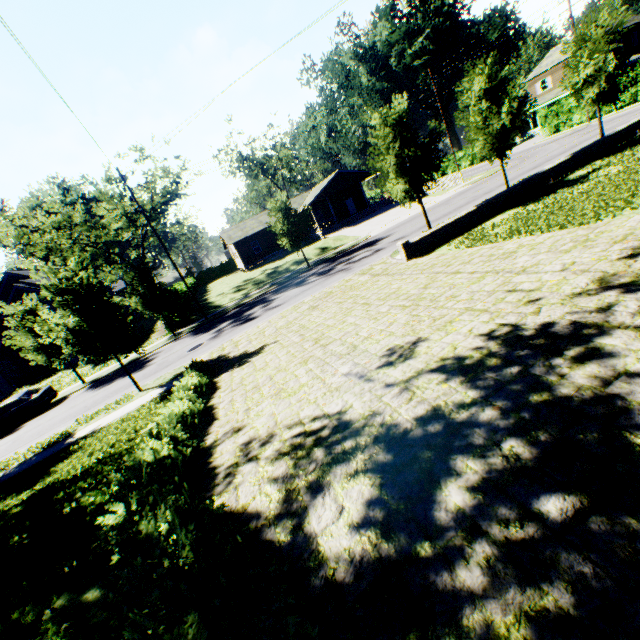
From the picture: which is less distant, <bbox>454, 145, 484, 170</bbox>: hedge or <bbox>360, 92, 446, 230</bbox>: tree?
<bbox>360, 92, 446, 230</bbox>: tree

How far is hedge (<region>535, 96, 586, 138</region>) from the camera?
35.6 meters

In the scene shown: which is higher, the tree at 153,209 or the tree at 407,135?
the tree at 153,209

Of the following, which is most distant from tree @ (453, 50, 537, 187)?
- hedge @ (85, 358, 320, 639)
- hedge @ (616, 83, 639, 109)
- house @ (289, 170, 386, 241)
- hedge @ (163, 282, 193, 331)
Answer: hedge @ (616, 83, 639, 109)

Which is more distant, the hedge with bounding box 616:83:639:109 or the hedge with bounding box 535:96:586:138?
the hedge with bounding box 535:96:586:138

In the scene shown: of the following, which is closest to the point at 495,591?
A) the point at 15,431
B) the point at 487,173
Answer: the point at 15,431

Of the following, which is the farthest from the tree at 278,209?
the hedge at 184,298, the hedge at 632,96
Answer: the hedge at 632,96

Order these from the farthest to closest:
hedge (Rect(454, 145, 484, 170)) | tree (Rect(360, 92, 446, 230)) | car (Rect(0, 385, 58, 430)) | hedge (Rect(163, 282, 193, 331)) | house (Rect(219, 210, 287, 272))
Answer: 1. hedge (Rect(454, 145, 484, 170))
2. house (Rect(219, 210, 287, 272))
3. hedge (Rect(163, 282, 193, 331))
4. car (Rect(0, 385, 58, 430))
5. tree (Rect(360, 92, 446, 230))
